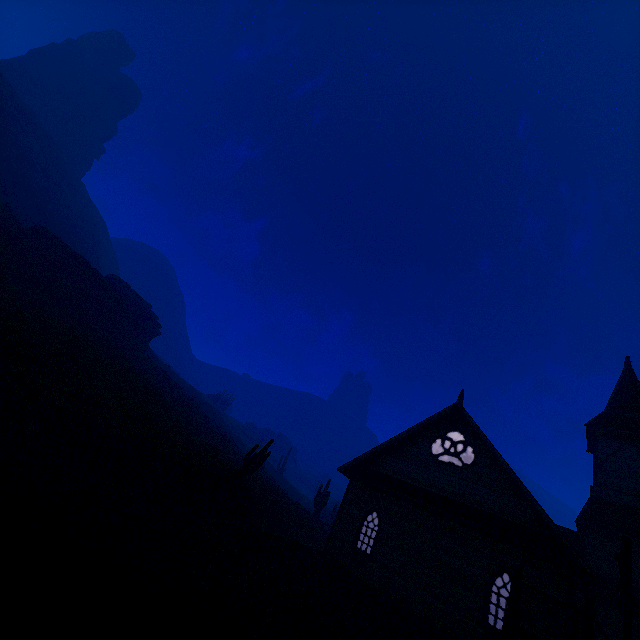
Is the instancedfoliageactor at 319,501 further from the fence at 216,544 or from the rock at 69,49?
the rock at 69,49

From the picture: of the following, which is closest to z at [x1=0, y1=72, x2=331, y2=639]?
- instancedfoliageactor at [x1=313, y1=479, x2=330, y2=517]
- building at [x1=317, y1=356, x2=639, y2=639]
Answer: building at [x1=317, y1=356, x2=639, y2=639]

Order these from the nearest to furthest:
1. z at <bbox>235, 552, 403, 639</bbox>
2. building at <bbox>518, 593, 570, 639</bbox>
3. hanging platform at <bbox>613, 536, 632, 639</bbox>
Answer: hanging platform at <bbox>613, 536, 632, 639</bbox> < z at <bbox>235, 552, 403, 639</bbox> < building at <bbox>518, 593, 570, 639</bbox>

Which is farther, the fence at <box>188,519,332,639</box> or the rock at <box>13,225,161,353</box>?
the rock at <box>13,225,161,353</box>

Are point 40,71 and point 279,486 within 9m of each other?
no

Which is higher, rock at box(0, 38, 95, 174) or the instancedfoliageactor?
rock at box(0, 38, 95, 174)

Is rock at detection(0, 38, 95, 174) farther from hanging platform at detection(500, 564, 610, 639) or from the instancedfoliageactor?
hanging platform at detection(500, 564, 610, 639)

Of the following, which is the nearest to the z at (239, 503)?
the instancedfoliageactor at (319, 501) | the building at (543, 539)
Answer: the building at (543, 539)
